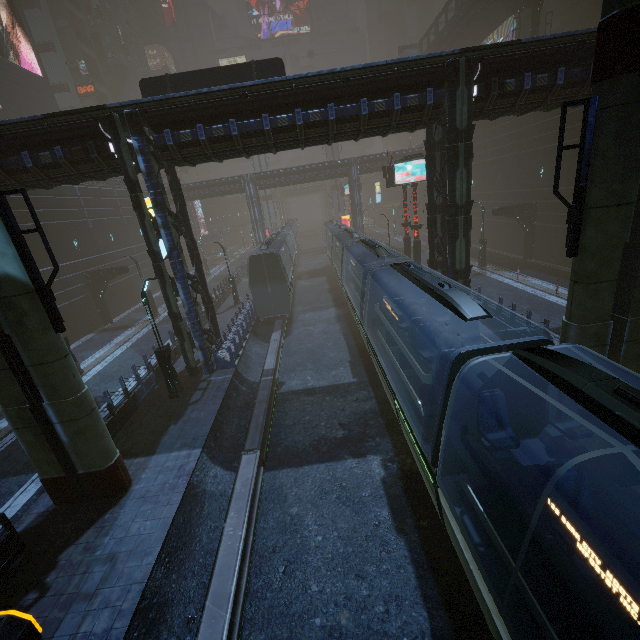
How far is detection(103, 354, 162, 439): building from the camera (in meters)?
12.97

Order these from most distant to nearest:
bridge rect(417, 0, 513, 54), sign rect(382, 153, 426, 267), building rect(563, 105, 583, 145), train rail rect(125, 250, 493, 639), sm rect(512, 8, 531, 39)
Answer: bridge rect(417, 0, 513, 54) < sm rect(512, 8, 531, 39) < building rect(563, 105, 583, 145) < sign rect(382, 153, 426, 267) < train rail rect(125, 250, 493, 639)

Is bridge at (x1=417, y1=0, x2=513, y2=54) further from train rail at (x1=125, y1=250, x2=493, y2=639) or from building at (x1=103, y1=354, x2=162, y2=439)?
train rail at (x1=125, y1=250, x2=493, y2=639)

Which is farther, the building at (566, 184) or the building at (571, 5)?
the building at (571, 5)

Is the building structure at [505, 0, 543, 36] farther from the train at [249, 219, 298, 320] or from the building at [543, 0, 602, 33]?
the train at [249, 219, 298, 320]

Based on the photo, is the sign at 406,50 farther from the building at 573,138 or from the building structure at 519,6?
the building structure at 519,6

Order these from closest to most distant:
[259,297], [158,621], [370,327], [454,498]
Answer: [454,498] < [158,621] < [370,327] < [259,297]

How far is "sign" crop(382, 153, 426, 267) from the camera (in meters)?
21.48
